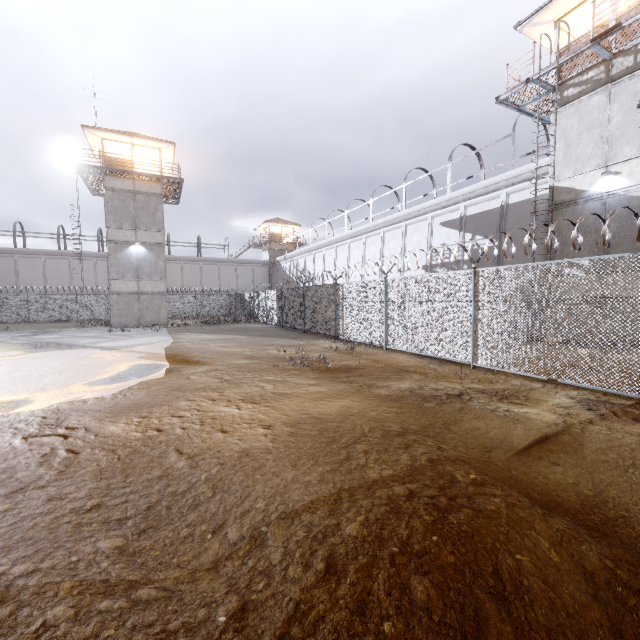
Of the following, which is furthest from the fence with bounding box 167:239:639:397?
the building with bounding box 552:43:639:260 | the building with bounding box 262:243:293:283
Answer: the building with bounding box 262:243:293:283

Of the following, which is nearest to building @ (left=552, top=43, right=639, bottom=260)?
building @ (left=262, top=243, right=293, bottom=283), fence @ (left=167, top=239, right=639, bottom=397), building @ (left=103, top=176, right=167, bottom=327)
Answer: fence @ (left=167, top=239, right=639, bottom=397)

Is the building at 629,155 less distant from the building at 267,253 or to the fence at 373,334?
the fence at 373,334

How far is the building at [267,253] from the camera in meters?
49.8 m

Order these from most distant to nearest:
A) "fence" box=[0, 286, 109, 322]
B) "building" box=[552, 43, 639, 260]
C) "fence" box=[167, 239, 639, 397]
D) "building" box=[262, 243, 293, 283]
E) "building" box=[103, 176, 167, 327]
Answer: "building" box=[262, 243, 293, 283] < "fence" box=[0, 286, 109, 322] < "building" box=[103, 176, 167, 327] < "building" box=[552, 43, 639, 260] < "fence" box=[167, 239, 639, 397]

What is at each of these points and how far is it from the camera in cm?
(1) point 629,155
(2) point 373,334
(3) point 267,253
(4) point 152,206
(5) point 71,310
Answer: (1) building, 1155
(2) fence, 1355
(3) building, 5053
(4) building, 2608
(5) fence, 3397

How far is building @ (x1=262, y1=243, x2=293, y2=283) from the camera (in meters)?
49.75

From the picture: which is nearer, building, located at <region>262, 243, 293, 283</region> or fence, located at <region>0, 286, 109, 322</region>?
fence, located at <region>0, 286, 109, 322</region>
